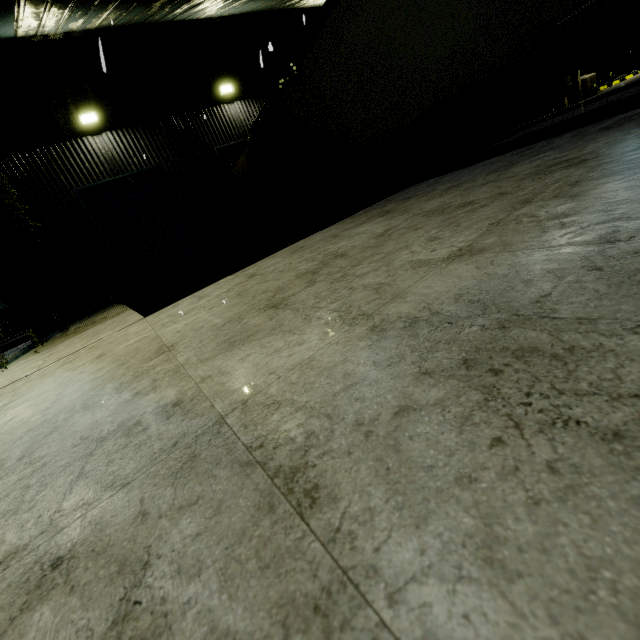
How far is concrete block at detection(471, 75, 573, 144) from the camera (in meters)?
15.88

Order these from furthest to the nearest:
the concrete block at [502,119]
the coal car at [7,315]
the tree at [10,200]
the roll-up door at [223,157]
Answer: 1. the coal car at [7,315]
2. the concrete block at [502,119]
3. the roll-up door at [223,157]
4. the tree at [10,200]

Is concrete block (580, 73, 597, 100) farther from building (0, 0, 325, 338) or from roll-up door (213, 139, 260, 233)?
roll-up door (213, 139, 260, 233)

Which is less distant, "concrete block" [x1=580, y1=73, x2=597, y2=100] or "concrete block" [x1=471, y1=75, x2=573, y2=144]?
"concrete block" [x1=580, y1=73, x2=597, y2=100]

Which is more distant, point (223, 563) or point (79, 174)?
point (79, 174)

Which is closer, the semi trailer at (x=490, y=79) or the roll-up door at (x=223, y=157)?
the semi trailer at (x=490, y=79)

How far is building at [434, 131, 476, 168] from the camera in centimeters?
1927cm

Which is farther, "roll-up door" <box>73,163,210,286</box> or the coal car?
the coal car
